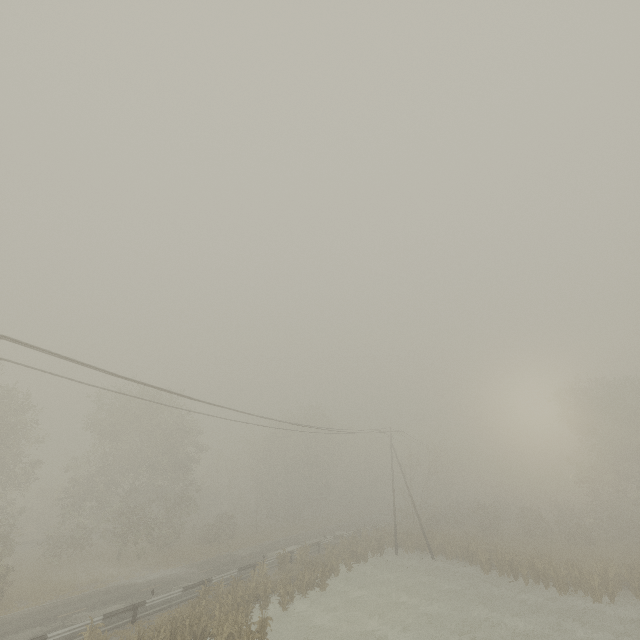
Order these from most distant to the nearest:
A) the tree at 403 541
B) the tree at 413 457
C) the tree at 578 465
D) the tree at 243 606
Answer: the tree at 413 457 → the tree at 403 541 → the tree at 578 465 → the tree at 243 606

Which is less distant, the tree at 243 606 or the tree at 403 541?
the tree at 243 606

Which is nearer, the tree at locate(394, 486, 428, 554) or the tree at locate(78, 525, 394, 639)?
the tree at locate(78, 525, 394, 639)

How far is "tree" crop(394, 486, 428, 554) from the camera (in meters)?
33.81

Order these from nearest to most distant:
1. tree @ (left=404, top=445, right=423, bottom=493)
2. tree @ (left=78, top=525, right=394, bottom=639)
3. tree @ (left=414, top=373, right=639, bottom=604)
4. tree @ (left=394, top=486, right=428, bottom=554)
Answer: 1. tree @ (left=78, top=525, right=394, bottom=639)
2. tree @ (left=414, top=373, right=639, bottom=604)
3. tree @ (left=394, top=486, right=428, bottom=554)
4. tree @ (left=404, top=445, right=423, bottom=493)

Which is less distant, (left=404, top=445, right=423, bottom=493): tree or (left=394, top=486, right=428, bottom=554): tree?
(left=394, top=486, right=428, bottom=554): tree

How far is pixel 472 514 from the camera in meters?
47.7
